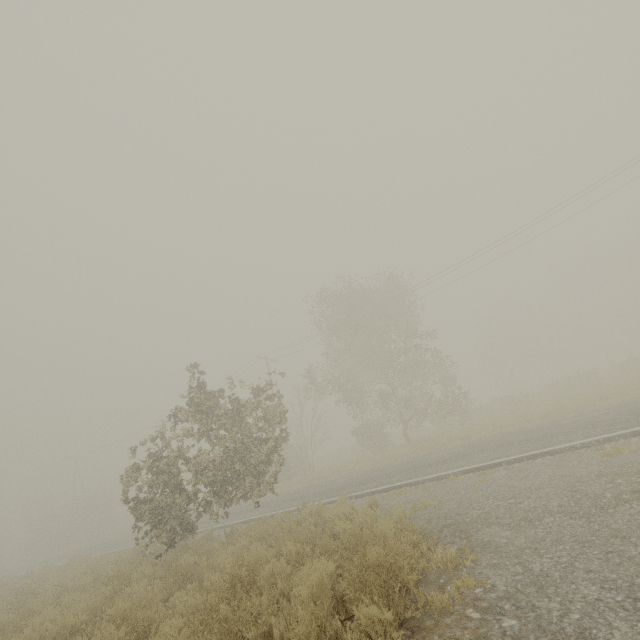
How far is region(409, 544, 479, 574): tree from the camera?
4.45m

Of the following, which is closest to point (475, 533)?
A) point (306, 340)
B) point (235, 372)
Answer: point (306, 340)

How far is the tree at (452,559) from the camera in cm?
445
